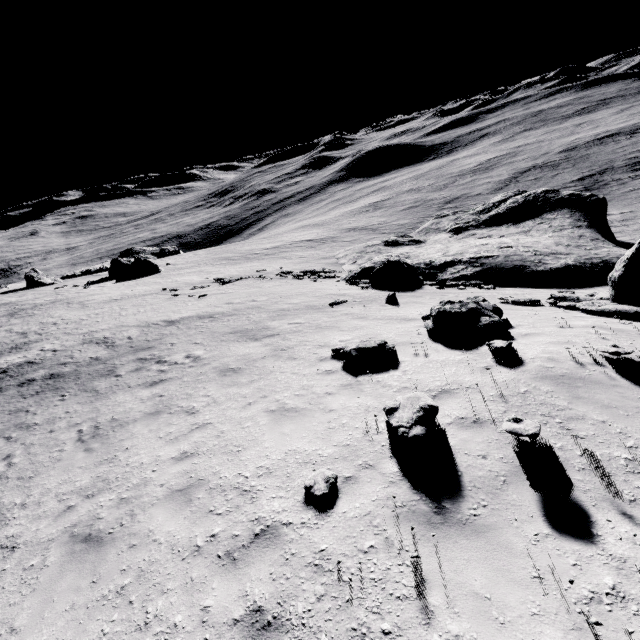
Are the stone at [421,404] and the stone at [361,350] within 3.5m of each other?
yes

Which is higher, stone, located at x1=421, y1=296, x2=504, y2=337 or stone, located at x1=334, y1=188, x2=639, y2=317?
stone, located at x1=421, y1=296, x2=504, y2=337

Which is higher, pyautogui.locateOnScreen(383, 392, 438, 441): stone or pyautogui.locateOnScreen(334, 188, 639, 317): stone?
pyautogui.locateOnScreen(383, 392, 438, 441): stone

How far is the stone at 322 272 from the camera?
28.72m

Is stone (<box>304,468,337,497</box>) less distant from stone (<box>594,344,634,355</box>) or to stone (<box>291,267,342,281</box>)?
stone (<box>594,344,634,355</box>)

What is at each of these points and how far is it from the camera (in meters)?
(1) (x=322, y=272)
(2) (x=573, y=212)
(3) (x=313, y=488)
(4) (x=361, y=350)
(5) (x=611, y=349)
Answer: (1) stone, 30.88
(2) stone, 30.25
(3) stone, 4.87
(4) stone, 9.04
(5) stone, 6.41

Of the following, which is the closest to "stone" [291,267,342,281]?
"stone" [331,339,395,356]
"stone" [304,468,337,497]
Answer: "stone" [331,339,395,356]

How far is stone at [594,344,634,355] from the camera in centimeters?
630cm
